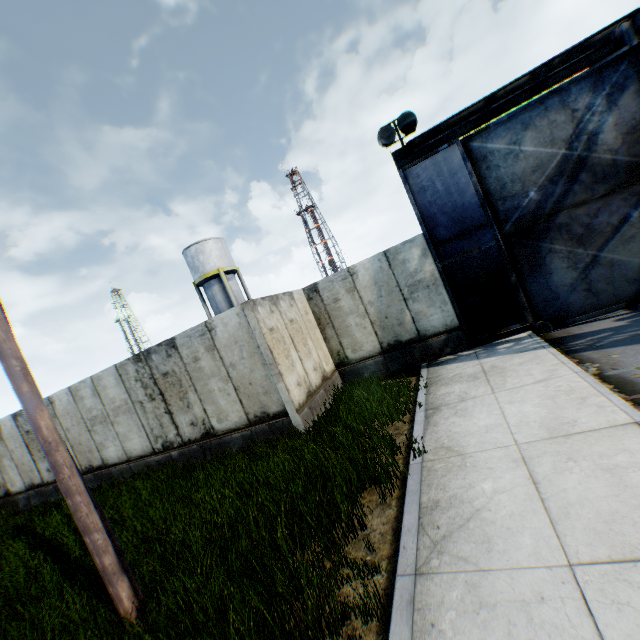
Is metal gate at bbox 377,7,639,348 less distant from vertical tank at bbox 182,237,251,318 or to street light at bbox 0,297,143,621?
street light at bbox 0,297,143,621

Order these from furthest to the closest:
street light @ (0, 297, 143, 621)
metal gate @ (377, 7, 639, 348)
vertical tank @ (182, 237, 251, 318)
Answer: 1. vertical tank @ (182, 237, 251, 318)
2. metal gate @ (377, 7, 639, 348)
3. street light @ (0, 297, 143, 621)

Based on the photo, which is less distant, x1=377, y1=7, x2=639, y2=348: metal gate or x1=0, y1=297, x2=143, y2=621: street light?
x1=0, y1=297, x2=143, y2=621: street light

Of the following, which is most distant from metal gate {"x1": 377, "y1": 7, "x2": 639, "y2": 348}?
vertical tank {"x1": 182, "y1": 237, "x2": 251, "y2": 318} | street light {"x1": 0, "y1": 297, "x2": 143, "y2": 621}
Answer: vertical tank {"x1": 182, "y1": 237, "x2": 251, "y2": 318}

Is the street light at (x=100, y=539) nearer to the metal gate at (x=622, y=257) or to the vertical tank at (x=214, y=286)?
the metal gate at (x=622, y=257)

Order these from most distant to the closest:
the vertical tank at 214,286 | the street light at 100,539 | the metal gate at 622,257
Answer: the vertical tank at 214,286
the metal gate at 622,257
the street light at 100,539

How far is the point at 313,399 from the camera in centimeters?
859cm

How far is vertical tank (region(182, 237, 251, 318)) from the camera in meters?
Result: 28.7
